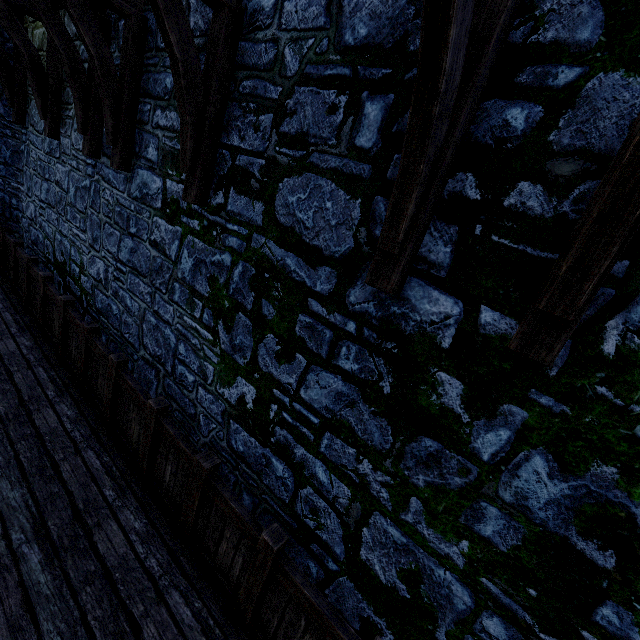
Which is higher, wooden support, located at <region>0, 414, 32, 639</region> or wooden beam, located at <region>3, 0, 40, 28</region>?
wooden beam, located at <region>3, 0, 40, 28</region>

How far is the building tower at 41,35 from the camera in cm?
547

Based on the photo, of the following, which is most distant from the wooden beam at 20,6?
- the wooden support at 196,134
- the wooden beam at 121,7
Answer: the wooden support at 196,134

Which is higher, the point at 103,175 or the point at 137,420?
the point at 103,175

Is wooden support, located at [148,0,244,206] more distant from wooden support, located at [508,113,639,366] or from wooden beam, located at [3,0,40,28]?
wooden beam, located at [3,0,40,28]

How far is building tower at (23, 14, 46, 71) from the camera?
5.5m

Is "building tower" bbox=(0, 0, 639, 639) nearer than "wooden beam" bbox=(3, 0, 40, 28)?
Yes

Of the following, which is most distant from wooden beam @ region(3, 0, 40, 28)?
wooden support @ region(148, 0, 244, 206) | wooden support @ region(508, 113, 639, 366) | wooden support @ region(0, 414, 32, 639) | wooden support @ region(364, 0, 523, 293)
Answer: wooden support @ region(508, 113, 639, 366)
